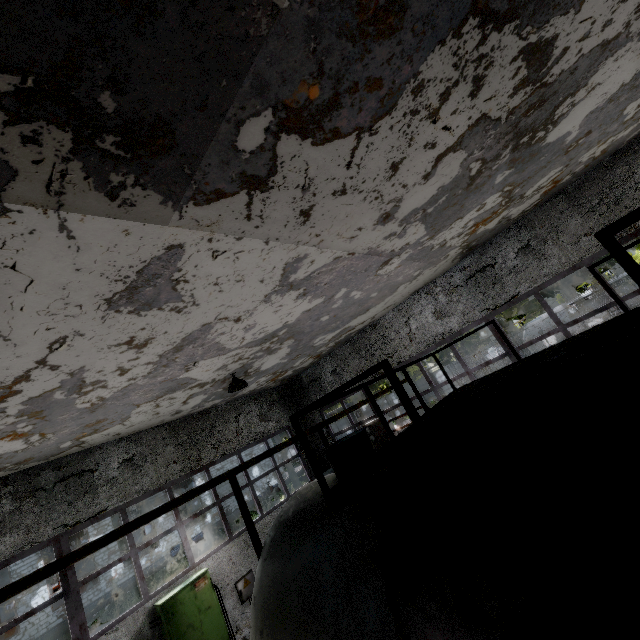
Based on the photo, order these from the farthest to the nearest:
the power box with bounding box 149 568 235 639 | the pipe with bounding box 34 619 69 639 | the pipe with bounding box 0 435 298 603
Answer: the pipe with bounding box 34 619 69 639, the power box with bounding box 149 568 235 639, the pipe with bounding box 0 435 298 603

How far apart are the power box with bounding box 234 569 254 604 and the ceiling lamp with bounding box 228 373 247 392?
5.87m

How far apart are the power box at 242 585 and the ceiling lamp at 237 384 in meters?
5.9

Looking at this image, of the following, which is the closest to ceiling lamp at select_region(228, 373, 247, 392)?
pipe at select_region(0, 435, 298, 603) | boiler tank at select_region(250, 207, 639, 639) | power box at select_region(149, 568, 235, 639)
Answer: boiler tank at select_region(250, 207, 639, 639)

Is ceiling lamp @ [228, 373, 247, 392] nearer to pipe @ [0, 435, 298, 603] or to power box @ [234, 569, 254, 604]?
power box @ [234, 569, 254, 604]

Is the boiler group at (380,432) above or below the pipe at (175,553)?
above

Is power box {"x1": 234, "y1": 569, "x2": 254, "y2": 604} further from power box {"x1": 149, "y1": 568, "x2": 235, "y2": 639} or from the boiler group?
the boiler group

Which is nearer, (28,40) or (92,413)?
(28,40)
